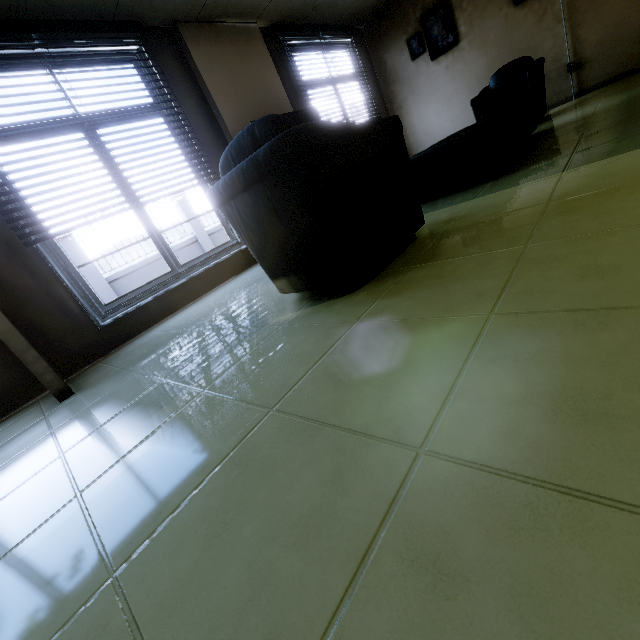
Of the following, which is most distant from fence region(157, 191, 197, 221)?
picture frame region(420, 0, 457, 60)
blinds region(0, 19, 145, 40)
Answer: picture frame region(420, 0, 457, 60)

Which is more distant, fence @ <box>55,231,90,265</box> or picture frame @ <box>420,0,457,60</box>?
fence @ <box>55,231,90,265</box>

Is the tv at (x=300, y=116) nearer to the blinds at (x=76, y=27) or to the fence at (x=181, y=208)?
the blinds at (x=76, y=27)

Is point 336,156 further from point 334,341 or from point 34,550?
point 34,550

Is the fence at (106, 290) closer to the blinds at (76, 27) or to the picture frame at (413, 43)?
the blinds at (76, 27)

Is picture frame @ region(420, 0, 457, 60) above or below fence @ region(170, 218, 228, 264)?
above

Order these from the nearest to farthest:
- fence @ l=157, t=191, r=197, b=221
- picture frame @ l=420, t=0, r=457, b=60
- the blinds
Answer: the blinds
picture frame @ l=420, t=0, r=457, b=60
fence @ l=157, t=191, r=197, b=221

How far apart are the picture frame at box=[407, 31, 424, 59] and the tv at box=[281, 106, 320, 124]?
3.0 meters
